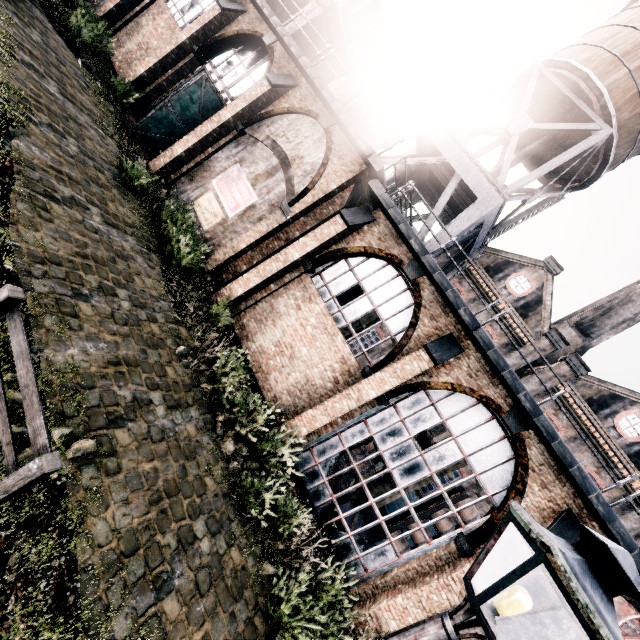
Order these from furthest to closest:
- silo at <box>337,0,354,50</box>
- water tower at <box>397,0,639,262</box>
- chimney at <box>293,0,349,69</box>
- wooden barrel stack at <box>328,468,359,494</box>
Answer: silo at <box>337,0,354,50</box> → chimney at <box>293,0,349,69</box> → water tower at <box>397,0,639,262</box> → wooden barrel stack at <box>328,468,359,494</box>

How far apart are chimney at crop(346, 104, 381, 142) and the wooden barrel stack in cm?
1787

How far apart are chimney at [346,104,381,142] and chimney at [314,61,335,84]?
4.91m

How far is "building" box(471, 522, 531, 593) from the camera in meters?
8.9 m

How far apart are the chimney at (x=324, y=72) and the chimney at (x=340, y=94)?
4.9 meters

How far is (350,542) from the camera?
11.09m

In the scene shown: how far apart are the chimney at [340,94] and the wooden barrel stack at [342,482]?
17.9 meters

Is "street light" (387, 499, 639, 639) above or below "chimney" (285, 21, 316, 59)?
below
